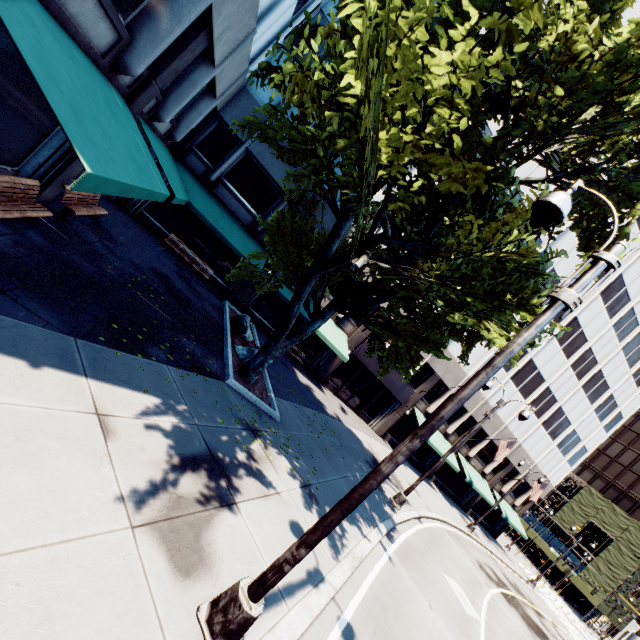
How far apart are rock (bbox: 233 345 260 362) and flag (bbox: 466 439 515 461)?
23.73m

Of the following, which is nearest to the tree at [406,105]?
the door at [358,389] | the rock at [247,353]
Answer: the rock at [247,353]

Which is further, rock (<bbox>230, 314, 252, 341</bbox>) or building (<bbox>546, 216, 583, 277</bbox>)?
building (<bbox>546, 216, 583, 277</bbox>)

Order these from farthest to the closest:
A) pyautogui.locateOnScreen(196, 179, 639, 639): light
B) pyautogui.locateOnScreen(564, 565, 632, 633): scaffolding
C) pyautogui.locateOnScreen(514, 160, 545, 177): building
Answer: pyautogui.locateOnScreen(564, 565, 632, 633): scaffolding
pyautogui.locateOnScreen(514, 160, 545, 177): building
pyautogui.locateOnScreen(196, 179, 639, 639): light

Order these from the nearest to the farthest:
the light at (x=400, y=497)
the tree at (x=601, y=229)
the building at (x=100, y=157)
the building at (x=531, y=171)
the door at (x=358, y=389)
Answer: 1. the building at (x=100, y=157)
2. the tree at (x=601, y=229)
3. the light at (x=400, y=497)
4. the building at (x=531, y=171)
5. the door at (x=358, y=389)

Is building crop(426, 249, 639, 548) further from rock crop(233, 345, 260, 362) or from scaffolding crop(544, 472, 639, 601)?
scaffolding crop(544, 472, 639, 601)

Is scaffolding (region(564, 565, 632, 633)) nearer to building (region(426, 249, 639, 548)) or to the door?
building (region(426, 249, 639, 548))

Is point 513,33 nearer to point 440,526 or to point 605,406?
point 440,526
